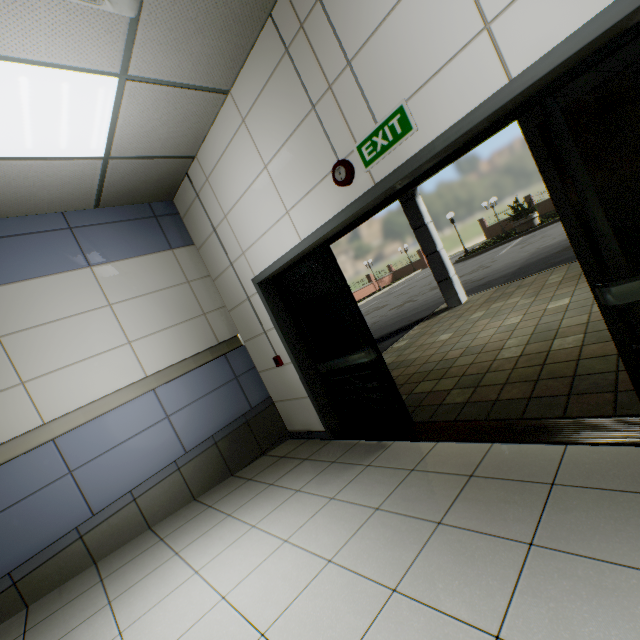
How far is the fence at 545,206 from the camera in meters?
26.5

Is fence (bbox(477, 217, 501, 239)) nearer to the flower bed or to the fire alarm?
the flower bed

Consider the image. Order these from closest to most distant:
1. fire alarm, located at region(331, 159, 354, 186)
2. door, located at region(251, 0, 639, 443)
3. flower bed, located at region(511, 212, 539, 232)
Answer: door, located at region(251, 0, 639, 443) < fire alarm, located at region(331, 159, 354, 186) < flower bed, located at region(511, 212, 539, 232)

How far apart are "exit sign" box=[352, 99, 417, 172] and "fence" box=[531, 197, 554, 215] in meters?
31.2

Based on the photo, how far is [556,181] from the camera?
1.97m

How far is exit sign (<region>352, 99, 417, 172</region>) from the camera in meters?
2.2

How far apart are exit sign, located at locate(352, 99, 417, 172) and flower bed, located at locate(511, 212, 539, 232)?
21.17m

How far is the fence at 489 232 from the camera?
29.7 meters
